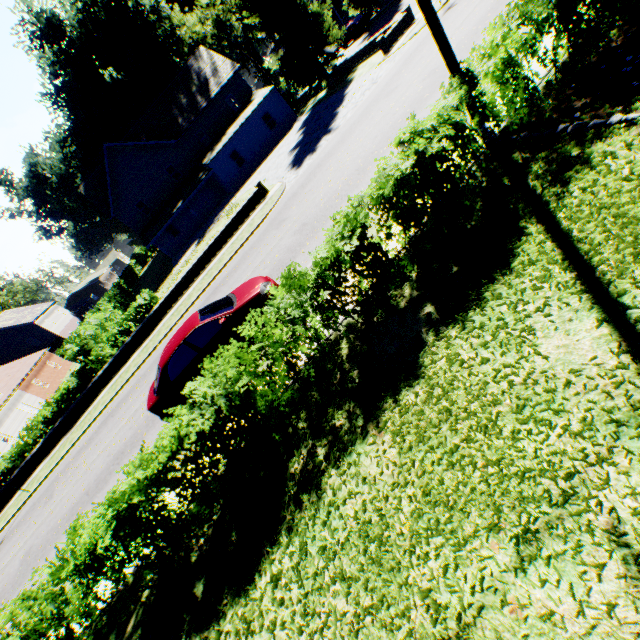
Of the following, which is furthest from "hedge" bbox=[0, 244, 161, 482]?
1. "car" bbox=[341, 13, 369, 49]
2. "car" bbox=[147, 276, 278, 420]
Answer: "car" bbox=[341, 13, 369, 49]

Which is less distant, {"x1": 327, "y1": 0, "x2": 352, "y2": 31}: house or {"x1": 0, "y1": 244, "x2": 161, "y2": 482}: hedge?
{"x1": 0, "y1": 244, "x2": 161, "y2": 482}: hedge

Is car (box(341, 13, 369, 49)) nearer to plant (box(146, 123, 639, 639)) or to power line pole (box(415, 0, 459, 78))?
plant (box(146, 123, 639, 639))

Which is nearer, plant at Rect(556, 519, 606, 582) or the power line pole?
plant at Rect(556, 519, 606, 582)

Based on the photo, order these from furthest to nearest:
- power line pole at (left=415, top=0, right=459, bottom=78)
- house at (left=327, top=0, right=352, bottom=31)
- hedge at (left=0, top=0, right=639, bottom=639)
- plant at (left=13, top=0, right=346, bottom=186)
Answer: house at (left=327, top=0, right=352, bottom=31) → plant at (left=13, top=0, right=346, bottom=186) → power line pole at (left=415, top=0, right=459, bottom=78) → hedge at (left=0, top=0, right=639, bottom=639)

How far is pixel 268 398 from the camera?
5.6m

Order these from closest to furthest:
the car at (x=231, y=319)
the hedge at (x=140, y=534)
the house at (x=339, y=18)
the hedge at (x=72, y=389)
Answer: the hedge at (x=140, y=534), the car at (x=231, y=319), the hedge at (x=72, y=389), the house at (x=339, y=18)

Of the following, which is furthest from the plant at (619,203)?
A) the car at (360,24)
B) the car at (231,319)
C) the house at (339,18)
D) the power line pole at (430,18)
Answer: the car at (231,319)
